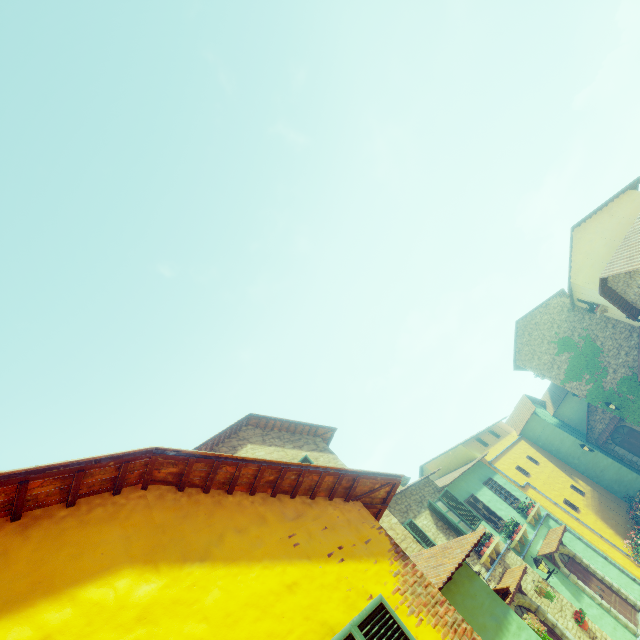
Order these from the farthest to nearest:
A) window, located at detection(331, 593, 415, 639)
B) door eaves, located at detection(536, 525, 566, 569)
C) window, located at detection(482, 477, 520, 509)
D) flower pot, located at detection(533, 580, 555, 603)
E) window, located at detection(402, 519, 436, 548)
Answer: Result: window, located at detection(482, 477, 520, 509) < door eaves, located at detection(536, 525, 566, 569) < window, located at detection(402, 519, 436, 548) < flower pot, located at detection(533, 580, 555, 603) < window, located at detection(331, 593, 415, 639)

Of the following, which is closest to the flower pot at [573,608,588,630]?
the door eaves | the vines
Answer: the door eaves

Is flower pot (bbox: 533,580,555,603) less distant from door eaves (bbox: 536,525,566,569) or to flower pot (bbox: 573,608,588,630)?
flower pot (bbox: 573,608,588,630)

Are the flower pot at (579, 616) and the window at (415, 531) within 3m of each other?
no

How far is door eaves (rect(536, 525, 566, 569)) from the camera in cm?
1298

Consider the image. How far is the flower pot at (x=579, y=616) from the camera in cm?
1032

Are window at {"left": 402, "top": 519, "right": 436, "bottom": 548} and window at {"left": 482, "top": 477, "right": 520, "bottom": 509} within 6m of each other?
no

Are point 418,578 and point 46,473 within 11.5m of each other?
yes
